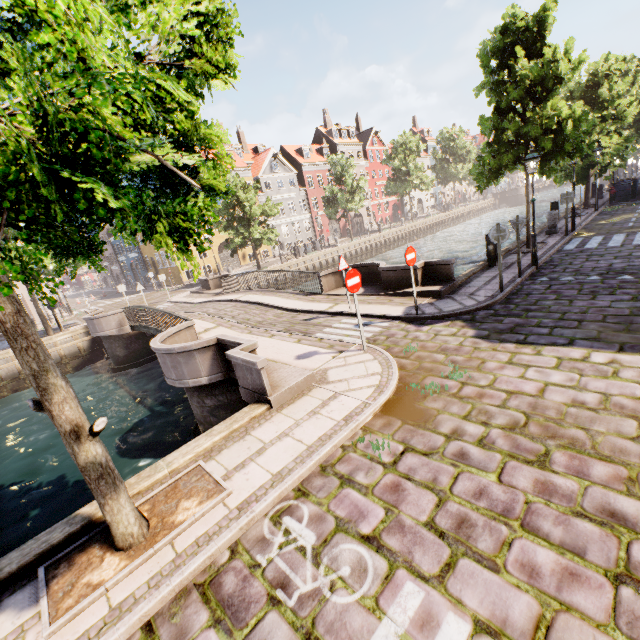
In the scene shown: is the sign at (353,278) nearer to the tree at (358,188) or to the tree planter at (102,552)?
the tree at (358,188)

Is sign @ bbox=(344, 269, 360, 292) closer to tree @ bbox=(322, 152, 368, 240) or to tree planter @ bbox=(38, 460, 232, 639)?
tree @ bbox=(322, 152, 368, 240)

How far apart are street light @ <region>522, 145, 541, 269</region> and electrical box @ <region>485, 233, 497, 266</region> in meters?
1.2 m

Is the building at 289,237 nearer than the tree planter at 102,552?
No

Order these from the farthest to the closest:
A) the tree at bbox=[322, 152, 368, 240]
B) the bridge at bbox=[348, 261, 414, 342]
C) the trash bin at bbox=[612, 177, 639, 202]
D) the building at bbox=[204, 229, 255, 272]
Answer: the building at bbox=[204, 229, 255, 272] → the tree at bbox=[322, 152, 368, 240] → the trash bin at bbox=[612, 177, 639, 202] → the bridge at bbox=[348, 261, 414, 342]

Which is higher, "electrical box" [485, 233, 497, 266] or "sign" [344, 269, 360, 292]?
"sign" [344, 269, 360, 292]

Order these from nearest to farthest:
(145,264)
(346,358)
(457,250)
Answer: (346,358)
(457,250)
(145,264)

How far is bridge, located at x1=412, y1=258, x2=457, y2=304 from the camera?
10.5m
